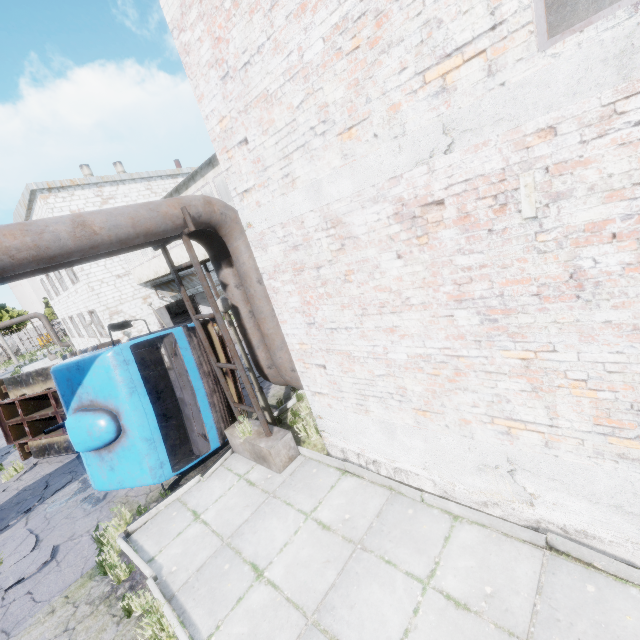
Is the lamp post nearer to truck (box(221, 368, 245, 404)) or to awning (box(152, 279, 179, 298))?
truck (box(221, 368, 245, 404))

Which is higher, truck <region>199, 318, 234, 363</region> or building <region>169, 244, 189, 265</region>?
building <region>169, 244, 189, 265</region>

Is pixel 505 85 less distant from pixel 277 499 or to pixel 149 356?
pixel 277 499

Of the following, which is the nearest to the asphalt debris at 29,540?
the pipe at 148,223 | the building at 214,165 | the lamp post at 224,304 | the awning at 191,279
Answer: the pipe at 148,223

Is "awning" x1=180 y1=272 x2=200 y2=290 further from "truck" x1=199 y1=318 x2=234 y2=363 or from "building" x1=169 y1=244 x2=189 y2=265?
"truck" x1=199 y1=318 x2=234 y2=363

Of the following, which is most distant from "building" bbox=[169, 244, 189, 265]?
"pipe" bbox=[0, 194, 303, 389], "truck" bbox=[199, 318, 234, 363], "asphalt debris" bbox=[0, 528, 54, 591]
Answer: "asphalt debris" bbox=[0, 528, 54, 591]

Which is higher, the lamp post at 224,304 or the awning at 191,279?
the awning at 191,279
